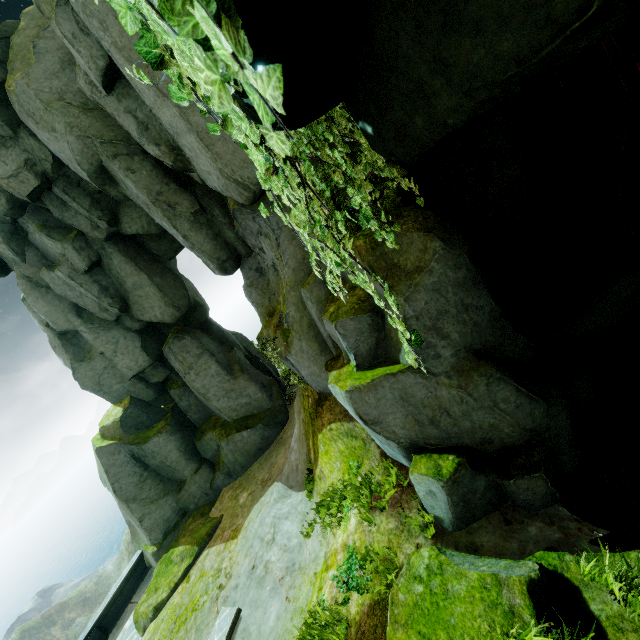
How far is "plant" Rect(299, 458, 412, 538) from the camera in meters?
6.3 m

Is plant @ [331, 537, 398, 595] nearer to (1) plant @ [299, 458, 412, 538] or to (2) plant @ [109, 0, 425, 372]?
(1) plant @ [299, 458, 412, 538]

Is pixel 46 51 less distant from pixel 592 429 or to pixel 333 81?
pixel 333 81

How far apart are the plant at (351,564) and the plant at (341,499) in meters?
0.6 m

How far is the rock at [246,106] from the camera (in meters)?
2.18

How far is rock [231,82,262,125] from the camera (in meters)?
2.18

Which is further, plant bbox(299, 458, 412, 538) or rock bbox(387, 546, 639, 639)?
plant bbox(299, 458, 412, 538)

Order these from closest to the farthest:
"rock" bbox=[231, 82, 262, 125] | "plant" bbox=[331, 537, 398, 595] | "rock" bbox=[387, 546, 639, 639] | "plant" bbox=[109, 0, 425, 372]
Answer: "plant" bbox=[109, 0, 425, 372] < "rock" bbox=[231, 82, 262, 125] < "rock" bbox=[387, 546, 639, 639] < "plant" bbox=[331, 537, 398, 595]
